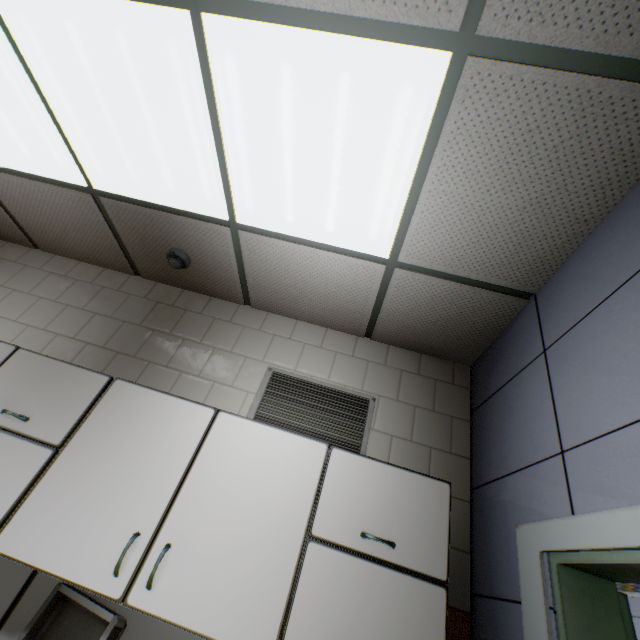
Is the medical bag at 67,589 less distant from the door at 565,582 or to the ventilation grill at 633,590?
the door at 565,582

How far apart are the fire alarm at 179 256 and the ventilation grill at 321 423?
1.0m

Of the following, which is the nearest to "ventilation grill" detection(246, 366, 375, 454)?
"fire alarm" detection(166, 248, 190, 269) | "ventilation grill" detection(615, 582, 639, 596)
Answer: "fire alarm" detection(166, 248, 190, 269)

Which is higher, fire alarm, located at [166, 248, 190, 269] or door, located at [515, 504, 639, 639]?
fire alarm, located at [166, 248, 190, 269]

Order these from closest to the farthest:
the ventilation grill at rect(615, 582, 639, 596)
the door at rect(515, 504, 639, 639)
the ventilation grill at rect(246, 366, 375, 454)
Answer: the door at rect(515, 504, 639, 639)
the ventilation grill at rect(246, 366, 375, 454)
the ventilation grill at rect(615, 582, 639, 596)

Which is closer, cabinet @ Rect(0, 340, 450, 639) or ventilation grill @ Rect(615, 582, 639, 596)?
cabinet @ Rect(0, 340, 450, 639)

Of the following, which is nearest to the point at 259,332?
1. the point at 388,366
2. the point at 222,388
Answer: the point at 222,388

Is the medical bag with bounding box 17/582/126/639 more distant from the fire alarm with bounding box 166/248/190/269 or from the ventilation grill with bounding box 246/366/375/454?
the fire alarm with bounding box 166/248/190/269
